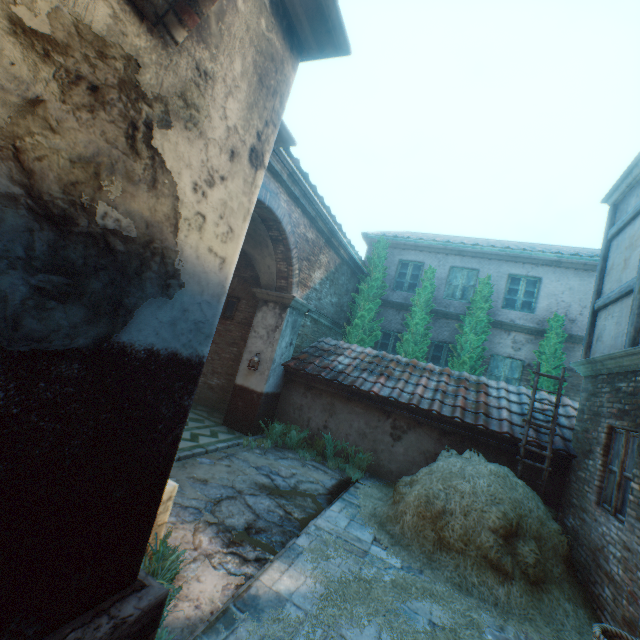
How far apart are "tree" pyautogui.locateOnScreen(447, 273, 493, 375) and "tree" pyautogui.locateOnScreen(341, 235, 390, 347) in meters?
2.4 m

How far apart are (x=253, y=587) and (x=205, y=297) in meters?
3.3 m

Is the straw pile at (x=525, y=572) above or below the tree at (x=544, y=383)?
below

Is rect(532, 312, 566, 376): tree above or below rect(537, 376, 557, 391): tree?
above

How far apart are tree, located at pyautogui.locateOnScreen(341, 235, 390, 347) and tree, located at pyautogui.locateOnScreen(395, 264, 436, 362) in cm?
70

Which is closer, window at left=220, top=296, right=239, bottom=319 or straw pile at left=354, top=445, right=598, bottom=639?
straw pile at left=354, top=445, right=598, bottom=639

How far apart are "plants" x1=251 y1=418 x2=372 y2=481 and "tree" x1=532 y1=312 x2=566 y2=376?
6.3m

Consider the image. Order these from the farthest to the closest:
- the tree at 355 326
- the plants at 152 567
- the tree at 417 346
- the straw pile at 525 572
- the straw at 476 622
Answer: the tree at 355 326
the tree at 417 346
the straw pile at 525 572
the straw at 476 622
the plants at 152 567
